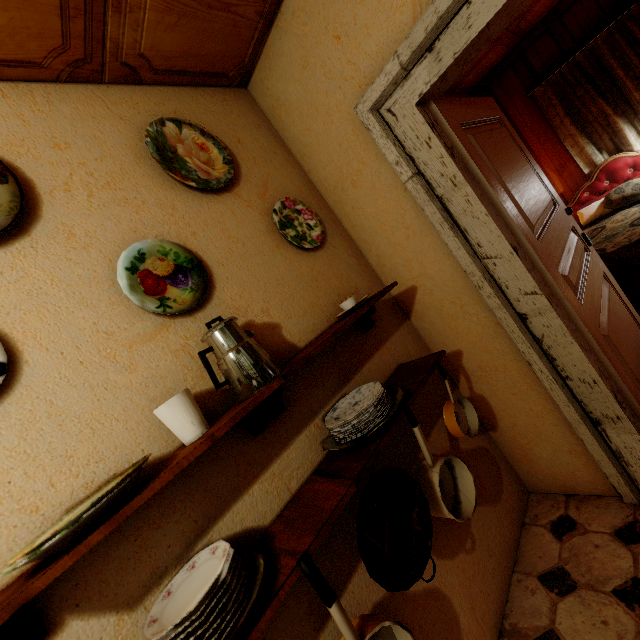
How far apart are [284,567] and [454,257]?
1.4 meters

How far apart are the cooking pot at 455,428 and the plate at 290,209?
0.8 meters

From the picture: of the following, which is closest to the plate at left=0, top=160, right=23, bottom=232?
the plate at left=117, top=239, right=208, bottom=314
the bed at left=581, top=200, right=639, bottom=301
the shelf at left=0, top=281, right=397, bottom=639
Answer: the plate at left=117, top=239, right=208, bottom=314

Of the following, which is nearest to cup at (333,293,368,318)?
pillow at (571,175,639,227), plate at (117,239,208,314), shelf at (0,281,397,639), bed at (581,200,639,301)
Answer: shelf at (0,281,397,639)

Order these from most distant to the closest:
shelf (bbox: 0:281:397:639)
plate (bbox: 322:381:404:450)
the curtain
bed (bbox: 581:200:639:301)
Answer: the curtain < bed (bbox: 581:200:639:301) < plate (bbox: 322:381:404:450) < shelf (bbox: 0:281:397:639)

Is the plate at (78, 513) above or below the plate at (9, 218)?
below

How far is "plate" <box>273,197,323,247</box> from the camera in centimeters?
157cm

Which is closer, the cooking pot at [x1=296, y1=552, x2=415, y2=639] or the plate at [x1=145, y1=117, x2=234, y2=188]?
the cooking pot at [x1=296, y1=552, x2=415, y2=639]
